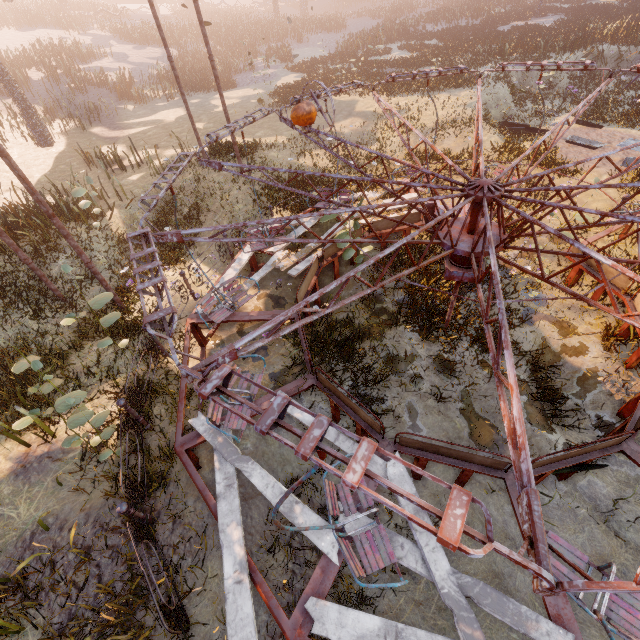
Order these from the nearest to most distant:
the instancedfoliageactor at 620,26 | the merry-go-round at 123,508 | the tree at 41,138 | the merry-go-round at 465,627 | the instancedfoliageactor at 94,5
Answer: the merry-go-round at 465,627 < the merry-go-round at 123,508 < the tree at 41,138 < the instancedfoliageactor at 620,26 < the instancedfoliageactor at 94,5

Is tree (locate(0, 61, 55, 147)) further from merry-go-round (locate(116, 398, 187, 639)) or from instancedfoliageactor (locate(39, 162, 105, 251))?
merry-go-round (locate(116, 398, 187, 639))

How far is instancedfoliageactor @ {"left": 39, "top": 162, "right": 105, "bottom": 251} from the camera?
9.93m

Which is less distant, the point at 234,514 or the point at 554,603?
the point at 554,603

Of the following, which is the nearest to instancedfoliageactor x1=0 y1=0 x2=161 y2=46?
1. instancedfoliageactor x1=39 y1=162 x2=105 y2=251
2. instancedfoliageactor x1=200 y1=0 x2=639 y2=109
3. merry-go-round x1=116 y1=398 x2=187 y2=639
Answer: instancedfoliageactor x1=200 y1=0 x2=639 y2=109

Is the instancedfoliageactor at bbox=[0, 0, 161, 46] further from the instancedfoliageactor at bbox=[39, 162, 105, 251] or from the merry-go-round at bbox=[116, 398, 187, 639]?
the merry-go-round at bbox=[116, 398, 187, 639]

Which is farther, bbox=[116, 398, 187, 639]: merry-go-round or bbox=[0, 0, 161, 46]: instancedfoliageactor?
bbox=[0, 0, 161, 46]: instancedfoliageactor

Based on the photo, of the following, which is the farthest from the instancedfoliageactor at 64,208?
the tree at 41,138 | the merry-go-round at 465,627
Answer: the tree at 41,138
